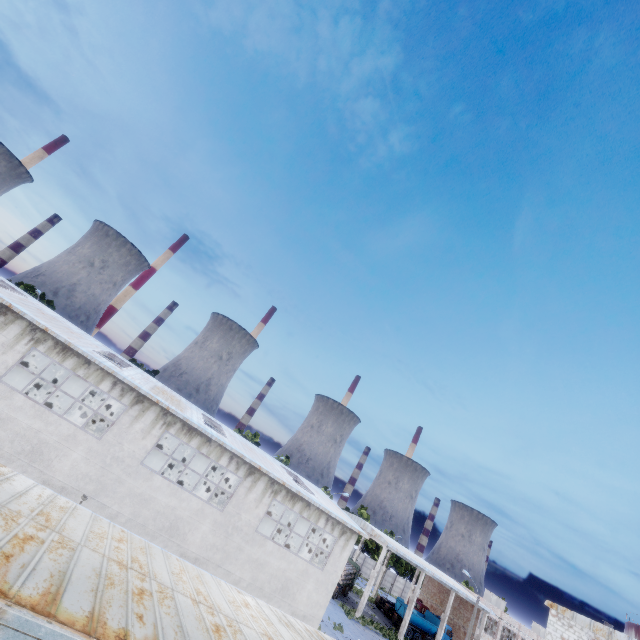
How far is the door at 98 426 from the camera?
30.1m

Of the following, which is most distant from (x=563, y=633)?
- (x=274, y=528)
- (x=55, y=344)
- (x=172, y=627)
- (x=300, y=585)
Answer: (x=55, y=344)

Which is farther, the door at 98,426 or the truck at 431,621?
the truck at 431,621

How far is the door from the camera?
30.1 meters

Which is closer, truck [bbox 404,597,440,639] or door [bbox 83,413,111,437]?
door [bbox 83,413,111,437]
